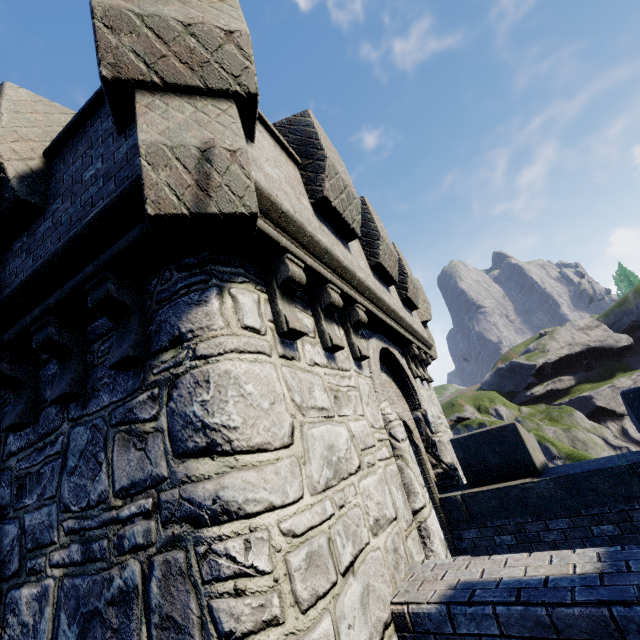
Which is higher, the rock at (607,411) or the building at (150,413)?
the building at (150,413)

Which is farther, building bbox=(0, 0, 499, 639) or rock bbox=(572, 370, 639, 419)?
rock bbox=(572, 370, 639, 419)

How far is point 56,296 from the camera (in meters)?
3.20

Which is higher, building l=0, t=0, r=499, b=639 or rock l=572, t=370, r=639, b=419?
→ building l=0, t=0, r=499, b=639

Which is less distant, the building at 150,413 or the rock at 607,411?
the building at 150,413
